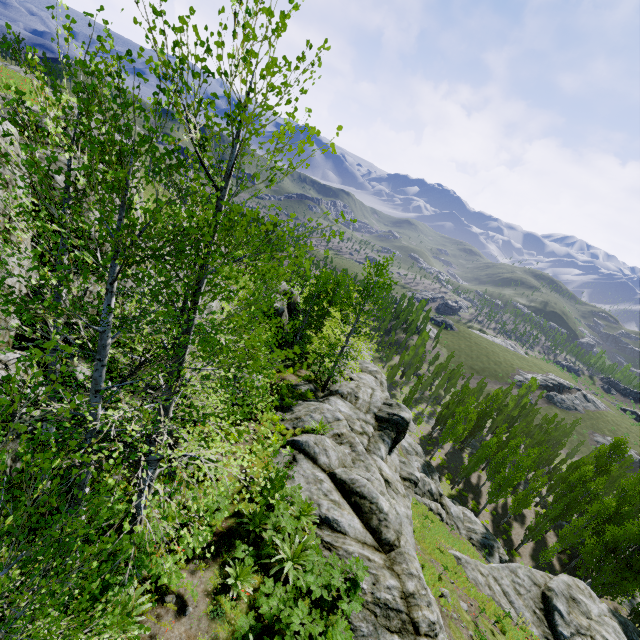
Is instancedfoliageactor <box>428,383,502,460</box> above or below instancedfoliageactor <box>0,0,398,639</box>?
below

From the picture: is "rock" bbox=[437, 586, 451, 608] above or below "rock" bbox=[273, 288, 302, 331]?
below

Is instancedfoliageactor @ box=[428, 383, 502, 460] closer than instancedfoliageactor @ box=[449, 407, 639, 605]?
No

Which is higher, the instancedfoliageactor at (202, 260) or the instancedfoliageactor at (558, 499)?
the instancedfoliageactor at (202, 260)

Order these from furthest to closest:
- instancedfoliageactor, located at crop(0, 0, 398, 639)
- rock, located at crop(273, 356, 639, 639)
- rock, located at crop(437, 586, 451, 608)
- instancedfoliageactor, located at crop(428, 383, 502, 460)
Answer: instancedfoliageactor, located at crop(428, 383, 502, 460)
rock, located at crop(437, 586, 451, 608)
rock, located at crop(273, 356, 639, 639)
instancedfoliageactor, located at crop(0, 0, 398, 639)

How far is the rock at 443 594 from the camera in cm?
1497

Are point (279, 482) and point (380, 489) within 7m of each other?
yes

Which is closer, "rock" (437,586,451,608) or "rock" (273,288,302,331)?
"rock" (437,586,451,608)
